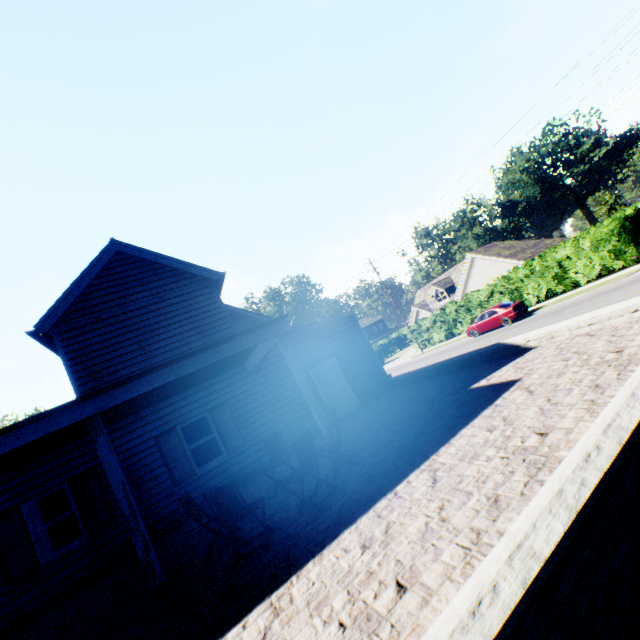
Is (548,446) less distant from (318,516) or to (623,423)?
(623,423)

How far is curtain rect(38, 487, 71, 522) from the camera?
8.7 meters

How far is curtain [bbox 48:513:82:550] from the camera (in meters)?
8.63

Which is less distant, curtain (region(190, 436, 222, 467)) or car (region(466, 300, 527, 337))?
curtain (region(190, 436, 222, 467))

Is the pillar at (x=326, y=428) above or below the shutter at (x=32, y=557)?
below

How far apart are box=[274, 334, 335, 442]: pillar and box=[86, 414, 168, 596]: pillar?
3.7 meters

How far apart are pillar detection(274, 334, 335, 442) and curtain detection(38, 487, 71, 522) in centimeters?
749cm

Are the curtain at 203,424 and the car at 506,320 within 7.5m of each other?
no
